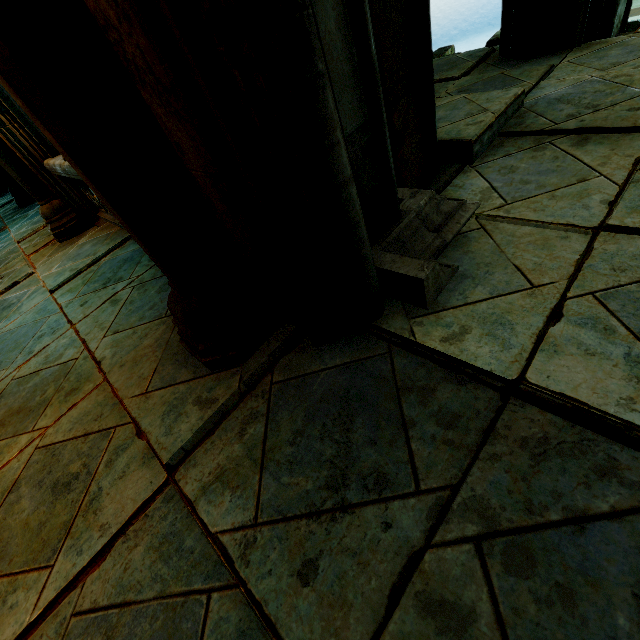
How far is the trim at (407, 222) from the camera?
1.36m

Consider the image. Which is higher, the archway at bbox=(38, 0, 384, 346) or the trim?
the archway at bbox=(38, 0, 384, 346)

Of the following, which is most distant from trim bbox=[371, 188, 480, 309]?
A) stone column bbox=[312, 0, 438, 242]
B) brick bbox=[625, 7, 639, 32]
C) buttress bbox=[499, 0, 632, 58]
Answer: brick bbox=[625, 7, 639, 32]

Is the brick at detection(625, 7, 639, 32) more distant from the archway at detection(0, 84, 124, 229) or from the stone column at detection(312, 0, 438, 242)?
the archway at detection(0, 84, 124, 229)

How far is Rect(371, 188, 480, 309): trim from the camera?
1.4m

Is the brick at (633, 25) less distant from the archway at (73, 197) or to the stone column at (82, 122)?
the archway at (73, 197)

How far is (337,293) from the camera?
1.34m

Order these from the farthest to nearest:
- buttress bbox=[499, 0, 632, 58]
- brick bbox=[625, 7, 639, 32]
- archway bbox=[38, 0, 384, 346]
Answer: brick bbox=[625, 7, 639, 32]
buttress bbox=[499, 0, 632, 58]
archway bbox=[38, 0, 384, 346]
